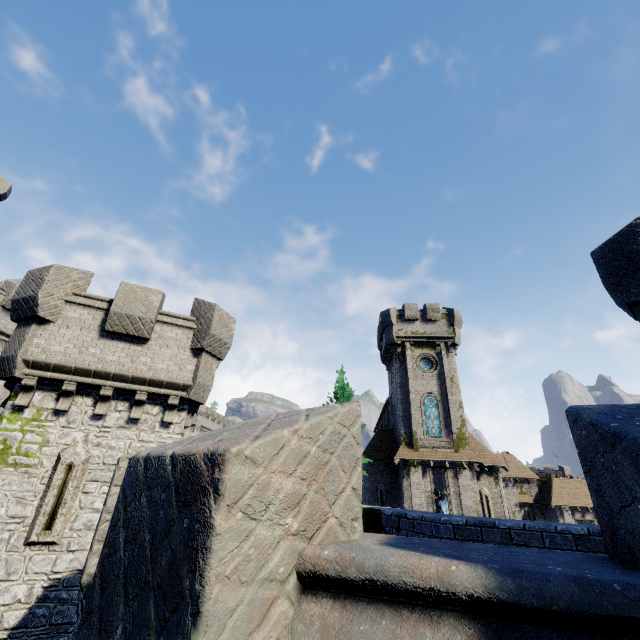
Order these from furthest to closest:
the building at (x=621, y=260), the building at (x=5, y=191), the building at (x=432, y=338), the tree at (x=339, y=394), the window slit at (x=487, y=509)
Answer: the building at (x=5, y=191), the tree at (x=339, y=394), the window slit at (x=487, y=509), the building at (x=432, y=338), the building at (x=621, y=260)

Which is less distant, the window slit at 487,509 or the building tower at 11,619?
the building tower at 11,619

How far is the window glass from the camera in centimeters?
2814cm

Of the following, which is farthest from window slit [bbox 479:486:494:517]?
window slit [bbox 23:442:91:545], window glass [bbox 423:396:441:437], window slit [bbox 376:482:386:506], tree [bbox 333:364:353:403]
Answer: window slit [bbox 23:442:91:545]

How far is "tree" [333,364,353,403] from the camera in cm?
2811

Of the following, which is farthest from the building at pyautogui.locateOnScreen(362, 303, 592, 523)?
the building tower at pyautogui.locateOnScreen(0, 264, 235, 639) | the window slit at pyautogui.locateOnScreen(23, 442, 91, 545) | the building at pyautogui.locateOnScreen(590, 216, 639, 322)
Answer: the window slit at pyautogui.locateOnScreen(23, 442, 91, 545)

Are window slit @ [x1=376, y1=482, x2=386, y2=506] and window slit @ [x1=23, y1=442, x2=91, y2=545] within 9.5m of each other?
no

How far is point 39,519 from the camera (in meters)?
8.55
